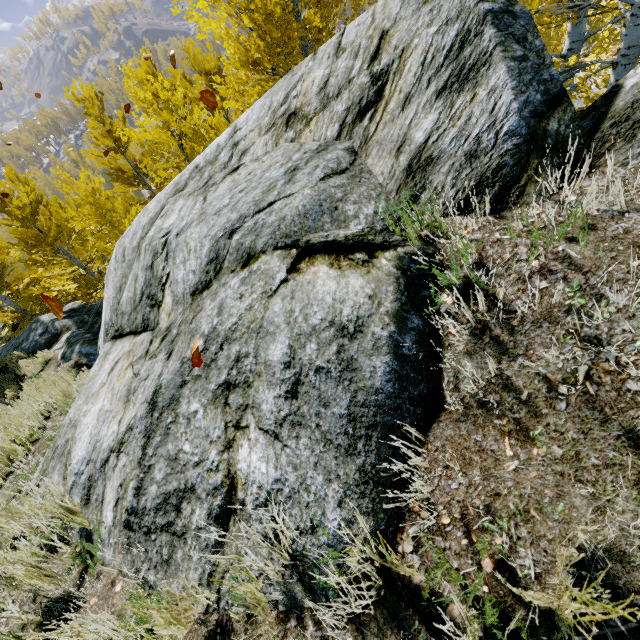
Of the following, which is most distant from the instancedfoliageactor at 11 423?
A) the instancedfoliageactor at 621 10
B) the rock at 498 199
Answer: the instancedfoliageactor at 621 10

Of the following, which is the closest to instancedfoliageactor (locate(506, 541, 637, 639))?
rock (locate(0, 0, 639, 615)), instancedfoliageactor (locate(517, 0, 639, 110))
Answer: rock (locate(0, 0, 639, 615))

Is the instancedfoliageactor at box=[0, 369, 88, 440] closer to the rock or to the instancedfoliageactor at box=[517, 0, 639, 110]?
the rock

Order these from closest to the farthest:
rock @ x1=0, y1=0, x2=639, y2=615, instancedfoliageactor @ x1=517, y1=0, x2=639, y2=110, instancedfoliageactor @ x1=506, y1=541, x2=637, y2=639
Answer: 1. instancedfoliageactor @ x1=506, y1=541, x2=637, y2=639
2. rock @ x1=0, y1=0, x2=639, y2=615
3. instancedfoliageactor @ x1=517, y1=0, x2=639, y2=110

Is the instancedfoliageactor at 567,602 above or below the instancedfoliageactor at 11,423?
above

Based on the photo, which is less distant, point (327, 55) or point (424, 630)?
point (424, 630)
